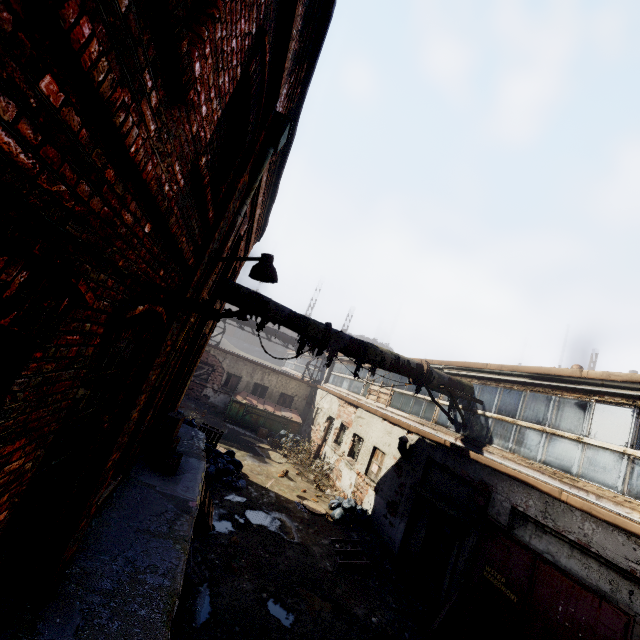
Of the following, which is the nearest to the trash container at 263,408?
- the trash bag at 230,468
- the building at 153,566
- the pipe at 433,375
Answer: the trash bag at 230,468

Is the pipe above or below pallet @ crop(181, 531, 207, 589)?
above

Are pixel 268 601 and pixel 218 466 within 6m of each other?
yes

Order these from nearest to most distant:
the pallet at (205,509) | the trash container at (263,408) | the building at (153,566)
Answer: the building at (153,566)
the pallet at (205,509)
the trash container at (263,408)

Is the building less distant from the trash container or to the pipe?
the pipe

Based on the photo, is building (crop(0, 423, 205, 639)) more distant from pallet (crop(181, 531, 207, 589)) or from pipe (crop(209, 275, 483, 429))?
pipe (crop(209, 275, 483, 429))

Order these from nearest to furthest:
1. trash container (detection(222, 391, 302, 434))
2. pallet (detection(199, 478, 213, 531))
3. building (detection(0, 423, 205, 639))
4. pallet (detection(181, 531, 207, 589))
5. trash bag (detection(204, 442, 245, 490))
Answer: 1. building (detection(0, 423, 205, 639))
2. pallet (detection(181, 531, 207, 589))
3. pallet (detection(199, 478, 213, 531))
4. trash bag (detection(204, 442, 245, 490))
5. trash container (detection(222, 391, 302, 434))
